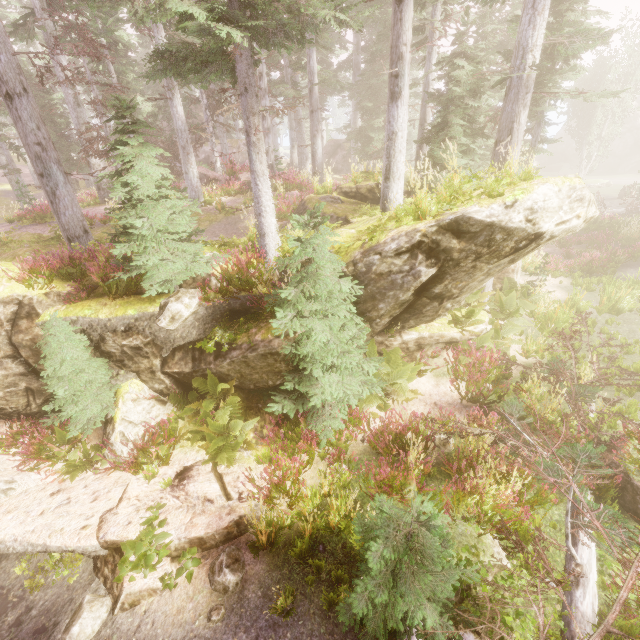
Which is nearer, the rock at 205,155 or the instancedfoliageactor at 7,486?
the instancedfoliageactor at 7,486

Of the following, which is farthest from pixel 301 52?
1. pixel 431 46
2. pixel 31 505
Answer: pixel 31 505

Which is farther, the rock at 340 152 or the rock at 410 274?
the rock at 340 152

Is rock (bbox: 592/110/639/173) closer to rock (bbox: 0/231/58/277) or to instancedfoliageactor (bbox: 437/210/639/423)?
instancedfoliageactor (bbox: 437/210/639/423)

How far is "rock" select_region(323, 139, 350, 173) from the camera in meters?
36.7 m

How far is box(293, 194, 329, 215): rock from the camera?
12.1 meters

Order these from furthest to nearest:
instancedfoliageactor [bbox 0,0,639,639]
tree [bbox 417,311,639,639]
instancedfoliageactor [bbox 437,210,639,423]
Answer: instancedfoliageactor [bbox 437,210,639,423], instancedfoliageactor [bbox 0,0,639,639], tree [bbox 417,311,639,639]
